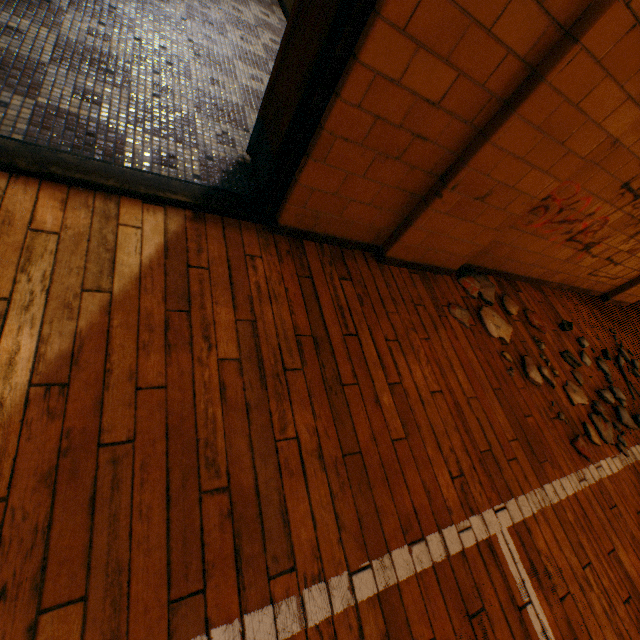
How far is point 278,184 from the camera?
1.8 meters

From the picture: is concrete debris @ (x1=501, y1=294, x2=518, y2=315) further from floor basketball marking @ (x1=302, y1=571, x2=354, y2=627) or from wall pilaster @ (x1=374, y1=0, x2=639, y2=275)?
floor basketball marking @ (x1=302, y1=571, x2=354, y2=627)

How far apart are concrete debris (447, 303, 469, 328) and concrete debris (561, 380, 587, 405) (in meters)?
1.05

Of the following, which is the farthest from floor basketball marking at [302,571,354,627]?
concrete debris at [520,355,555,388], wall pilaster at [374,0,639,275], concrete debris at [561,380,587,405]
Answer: wall pilaster at [374,0,639,275]

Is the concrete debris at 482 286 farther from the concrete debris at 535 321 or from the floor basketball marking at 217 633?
the floor basketball marking at 217 633

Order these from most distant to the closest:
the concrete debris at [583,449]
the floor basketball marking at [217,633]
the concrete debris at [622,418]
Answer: the concrete debris at [622,418], the concrete debris at [583,449], the floor basketball marking at [217,633]

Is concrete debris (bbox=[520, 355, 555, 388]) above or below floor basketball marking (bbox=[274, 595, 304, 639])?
above

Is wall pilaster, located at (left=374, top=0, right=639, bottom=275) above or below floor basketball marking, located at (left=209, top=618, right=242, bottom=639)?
above
